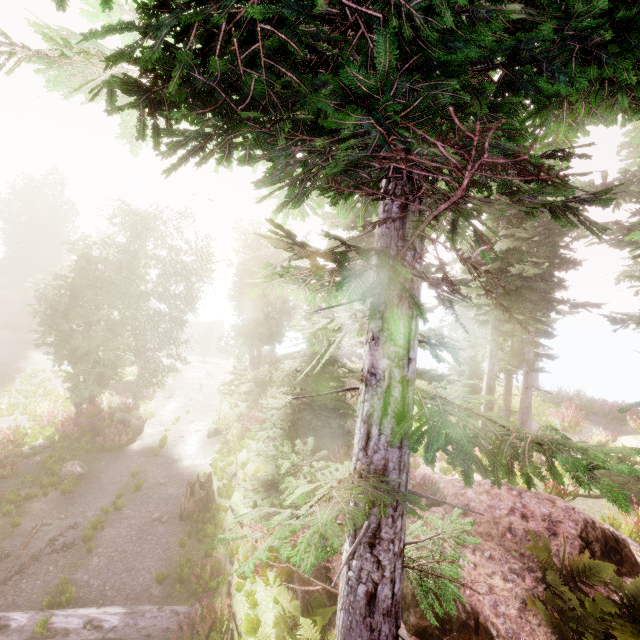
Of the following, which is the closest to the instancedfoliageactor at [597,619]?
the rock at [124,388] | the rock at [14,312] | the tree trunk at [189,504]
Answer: the rock at [14,312]

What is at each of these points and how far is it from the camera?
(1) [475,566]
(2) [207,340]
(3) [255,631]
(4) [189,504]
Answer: (1) rock, 5.5m
(2) instancedfoliageactor, 47.3m
(3) instancedfoliageactor, 5.7m
(4) tree trunk, 11.1m

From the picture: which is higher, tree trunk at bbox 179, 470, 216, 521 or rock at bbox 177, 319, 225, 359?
rock at bbox 177, 319, 225, 359

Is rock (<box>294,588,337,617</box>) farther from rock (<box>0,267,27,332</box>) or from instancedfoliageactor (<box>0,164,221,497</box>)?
rock (<box>0,267,27,332</box>)

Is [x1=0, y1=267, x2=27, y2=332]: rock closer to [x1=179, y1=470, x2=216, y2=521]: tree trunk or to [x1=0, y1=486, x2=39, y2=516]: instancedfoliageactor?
[x1=0, y1=486, x2=39, y2=516]: instancedfoliageactor

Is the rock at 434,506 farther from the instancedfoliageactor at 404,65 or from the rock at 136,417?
the rock at 136,417

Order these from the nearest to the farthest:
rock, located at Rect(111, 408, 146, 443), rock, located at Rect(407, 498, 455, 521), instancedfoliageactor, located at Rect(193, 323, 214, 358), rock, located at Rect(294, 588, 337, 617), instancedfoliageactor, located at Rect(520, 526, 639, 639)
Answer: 1. instancedfoliageactor, located at Rect(520, 526, 639, 639)
2. rock, located at Rect(294, 588, 337, 617)
3. rock, located at Rect(407, 498, 455, 521)
4. rock, located at Rect(111, 408, 146, 443)
5. instancedfoliageactor, located at Rect(193, 323, 214, 358)

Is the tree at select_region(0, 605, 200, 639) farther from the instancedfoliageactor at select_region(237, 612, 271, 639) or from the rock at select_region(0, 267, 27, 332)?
the rock at select_region(0, 267, 27, 332)
